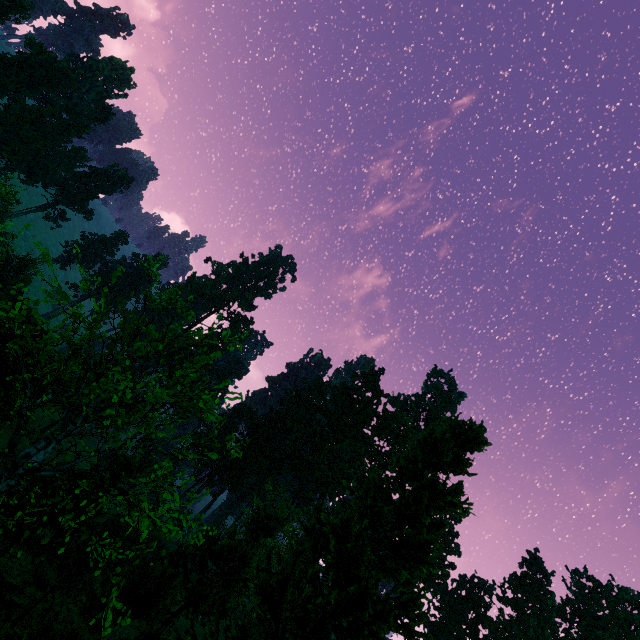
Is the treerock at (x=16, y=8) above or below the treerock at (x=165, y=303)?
above

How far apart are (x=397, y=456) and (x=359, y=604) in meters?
7.1

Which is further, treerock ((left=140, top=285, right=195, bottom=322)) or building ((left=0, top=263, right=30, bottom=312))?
building ((left=0, top=263, right=30, bottom=312))

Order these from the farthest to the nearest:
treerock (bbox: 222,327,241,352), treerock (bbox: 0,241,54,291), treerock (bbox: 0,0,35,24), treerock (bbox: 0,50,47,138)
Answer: treerock (bbox: 0,50,47,138) → treerock (bbox: 0,0,35,24) → treerock (bbox: 222,327,241,352) → treerock (bbox: 0,241,54,291)

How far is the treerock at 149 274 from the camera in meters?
11.7 m

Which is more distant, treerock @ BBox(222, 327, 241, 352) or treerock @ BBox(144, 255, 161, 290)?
treerock @ BBox(144, 255, 161, 290)

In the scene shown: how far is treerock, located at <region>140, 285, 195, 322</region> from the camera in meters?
11.5 m

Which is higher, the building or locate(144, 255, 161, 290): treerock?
locate(144, 255, 161, 290): treerock
